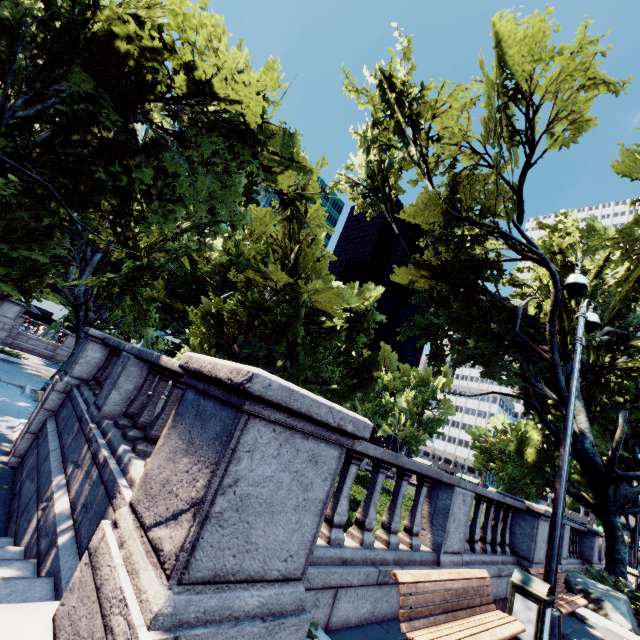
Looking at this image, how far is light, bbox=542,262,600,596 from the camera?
6.2 meters

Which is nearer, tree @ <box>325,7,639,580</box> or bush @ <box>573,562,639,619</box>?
Answer: bush @ <box>573,562,639,619</box>

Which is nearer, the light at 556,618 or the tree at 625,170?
the light at 556,618

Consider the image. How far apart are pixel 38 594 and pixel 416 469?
4.8m

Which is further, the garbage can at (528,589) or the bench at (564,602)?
the bench at (564,602)

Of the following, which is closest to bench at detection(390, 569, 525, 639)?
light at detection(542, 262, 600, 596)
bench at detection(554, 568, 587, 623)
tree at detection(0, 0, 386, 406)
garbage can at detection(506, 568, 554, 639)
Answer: garbage can at detection(506, 568, 554, 639)

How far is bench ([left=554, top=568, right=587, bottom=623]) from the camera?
6.8 meters

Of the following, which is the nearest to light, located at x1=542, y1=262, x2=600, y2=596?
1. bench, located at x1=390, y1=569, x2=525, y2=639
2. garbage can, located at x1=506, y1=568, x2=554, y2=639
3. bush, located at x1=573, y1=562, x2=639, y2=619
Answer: garbage can, located at x1=506, y1=568, x2=554, y2=639
